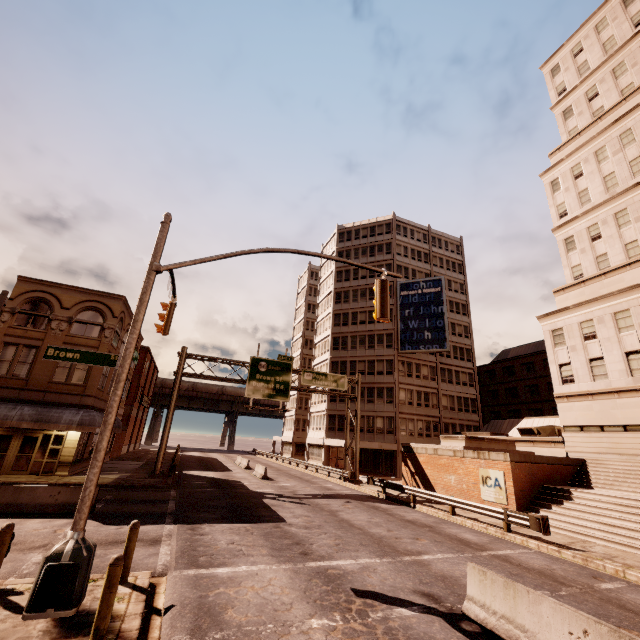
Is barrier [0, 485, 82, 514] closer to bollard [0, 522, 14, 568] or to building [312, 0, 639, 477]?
bollard [0, 522, 14, 568]

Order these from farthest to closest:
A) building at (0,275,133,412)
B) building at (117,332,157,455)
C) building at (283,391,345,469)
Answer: building at (283,391,345,469) < building at (117,332,157,455) < building at (0,275,133,412)

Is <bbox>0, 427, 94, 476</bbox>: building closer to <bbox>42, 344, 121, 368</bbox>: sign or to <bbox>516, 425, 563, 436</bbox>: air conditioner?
<bbox>42, 344, 121, 368</bbox>: sign

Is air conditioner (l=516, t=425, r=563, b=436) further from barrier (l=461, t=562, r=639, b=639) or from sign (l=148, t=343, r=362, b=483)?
barrier (l=461, t=562, r=639, b=639)

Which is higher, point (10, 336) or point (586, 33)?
point (586, 33)

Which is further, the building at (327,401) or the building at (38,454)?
the building at (327,401)

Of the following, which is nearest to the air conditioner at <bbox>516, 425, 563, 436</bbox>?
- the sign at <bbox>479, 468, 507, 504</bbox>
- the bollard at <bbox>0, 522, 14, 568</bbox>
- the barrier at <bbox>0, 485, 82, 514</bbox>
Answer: the sign at <bbox>479, 468, 507, 504</bbox>

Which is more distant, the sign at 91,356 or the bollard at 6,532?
the sign at 91,356
